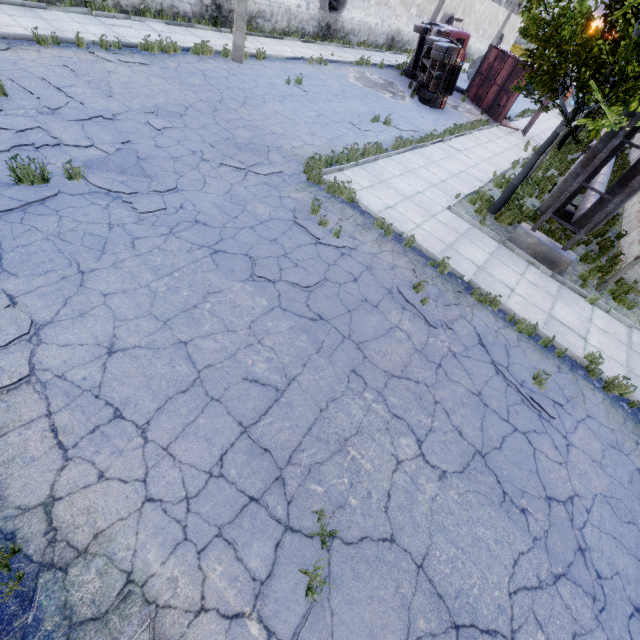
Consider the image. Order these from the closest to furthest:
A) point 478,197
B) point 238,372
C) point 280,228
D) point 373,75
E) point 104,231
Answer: point 238,372, point 104,231, point 280,228, point 478,197, point 373,75

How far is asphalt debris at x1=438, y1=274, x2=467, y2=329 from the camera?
6.7 meters

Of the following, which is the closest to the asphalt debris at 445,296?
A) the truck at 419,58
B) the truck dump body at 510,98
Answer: the truck at 419,58

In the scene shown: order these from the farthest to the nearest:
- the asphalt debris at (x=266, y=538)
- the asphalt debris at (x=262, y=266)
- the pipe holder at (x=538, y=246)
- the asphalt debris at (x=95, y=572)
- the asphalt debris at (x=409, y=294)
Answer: the pipe holder at (x=538, y=246), the asphalt debris at (x=409, y=294), the asphalt debris at (x=262, y=266), the asphalt debris at (x=266, y=538), the asphalt debris at (x=95, y=572)

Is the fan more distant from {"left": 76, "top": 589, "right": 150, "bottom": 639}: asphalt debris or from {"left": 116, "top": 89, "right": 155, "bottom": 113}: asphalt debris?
{"left": 76, "top": 589, "right": 150, "bottom": 639}: asphalt debris

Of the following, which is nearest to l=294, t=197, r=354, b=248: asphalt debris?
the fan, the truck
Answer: the truck

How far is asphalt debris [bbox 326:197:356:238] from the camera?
7.7 meters

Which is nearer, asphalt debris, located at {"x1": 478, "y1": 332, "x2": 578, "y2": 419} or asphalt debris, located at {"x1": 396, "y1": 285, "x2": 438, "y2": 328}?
asphalt debris, located at {"x1": 478, "y1": 332, "x2": 578, "y2": 419}
